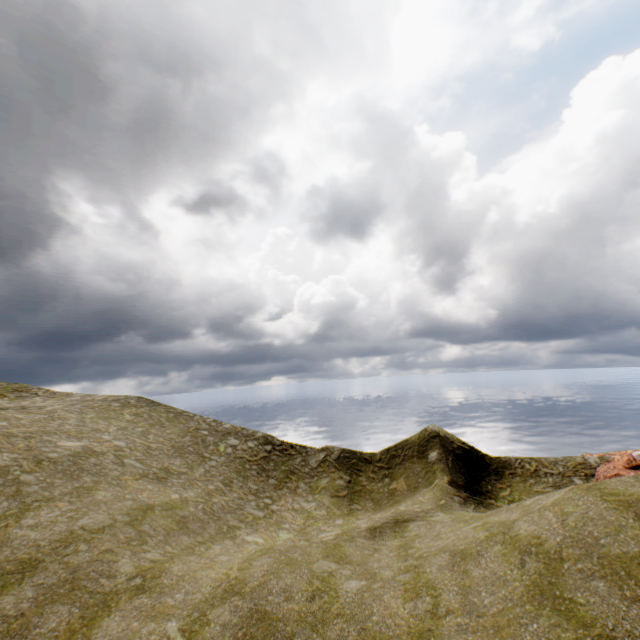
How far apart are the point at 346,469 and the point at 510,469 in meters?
13.9 m
